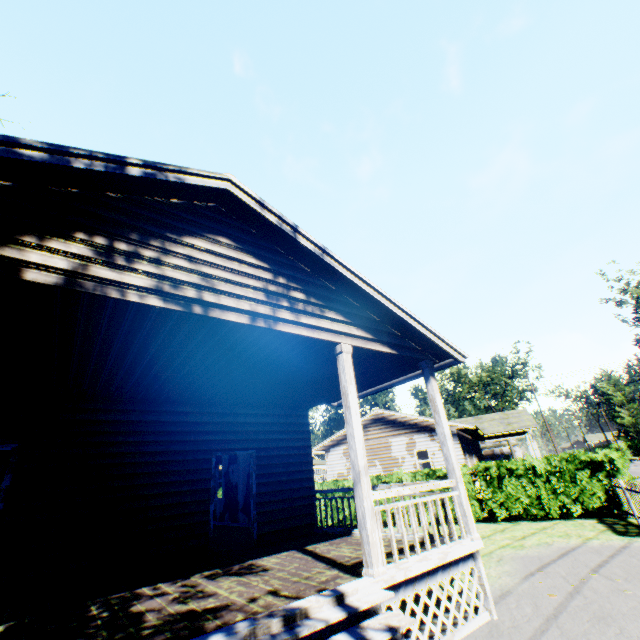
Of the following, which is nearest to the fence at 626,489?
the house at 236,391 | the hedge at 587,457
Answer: the hedge at 587,457

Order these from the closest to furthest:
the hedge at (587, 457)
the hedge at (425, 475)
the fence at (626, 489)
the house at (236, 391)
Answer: the house at (236, 391) < the fence at (626, 489) < the hedge at (587, 457) < the hedge at (425, 475)

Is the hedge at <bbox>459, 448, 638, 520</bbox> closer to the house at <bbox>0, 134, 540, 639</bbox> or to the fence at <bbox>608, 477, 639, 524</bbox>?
the fence at <bbox>608, 477, 639, 524</bbox>

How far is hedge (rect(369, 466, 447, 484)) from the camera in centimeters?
1471cm

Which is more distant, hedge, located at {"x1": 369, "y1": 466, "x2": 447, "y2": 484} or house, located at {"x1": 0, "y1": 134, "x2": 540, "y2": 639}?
hedge, located at {"x1": 369, "y1": 466, "x2": 447, "y2": 484}

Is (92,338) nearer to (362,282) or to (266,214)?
(266,214)

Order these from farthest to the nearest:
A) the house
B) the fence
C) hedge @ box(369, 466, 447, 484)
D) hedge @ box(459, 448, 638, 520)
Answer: hedge @ box(369, 466, 447, 484) → hedge @ box(459, 448, 638, 520) → the fence → the house
